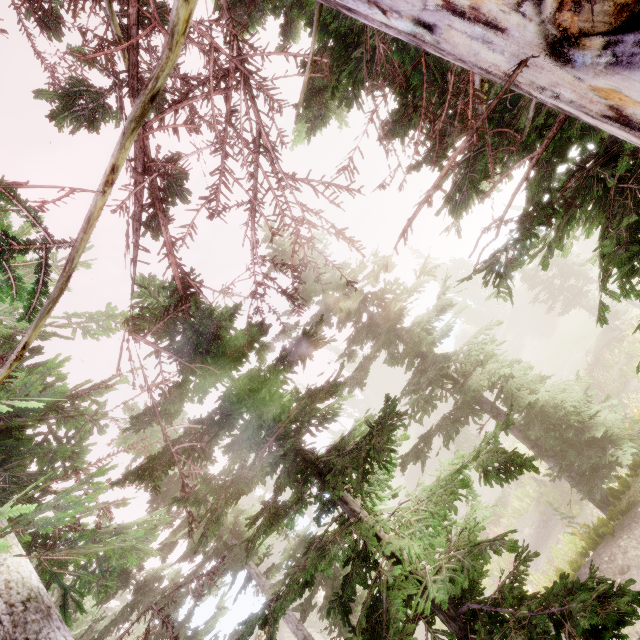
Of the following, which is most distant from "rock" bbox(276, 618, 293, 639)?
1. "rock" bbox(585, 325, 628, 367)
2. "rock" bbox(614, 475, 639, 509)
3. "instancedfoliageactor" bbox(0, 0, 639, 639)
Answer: "rock" bbox(614, 475, 639, 509)

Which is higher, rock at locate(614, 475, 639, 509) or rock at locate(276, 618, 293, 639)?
rock at locate(614, 475, 639, 509)

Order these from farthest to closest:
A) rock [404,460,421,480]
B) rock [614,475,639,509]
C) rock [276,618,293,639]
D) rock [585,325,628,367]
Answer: rock [404,460,421,480] < rock [276,618,293,639] < rock [585,325,628,367] < rock [614,475,639,509]

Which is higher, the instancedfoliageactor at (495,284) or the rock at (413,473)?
the instancedfoliageactor at (495,284)

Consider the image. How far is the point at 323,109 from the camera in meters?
7.6

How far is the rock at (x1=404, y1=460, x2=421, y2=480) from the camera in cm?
4437

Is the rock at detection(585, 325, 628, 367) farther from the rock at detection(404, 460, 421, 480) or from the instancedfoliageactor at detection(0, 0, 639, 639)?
the rock at detection(404, 460, 421, 480)

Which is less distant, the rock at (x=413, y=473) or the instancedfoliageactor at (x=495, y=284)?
the instancedfoliageactor at (x=495, y=284)
